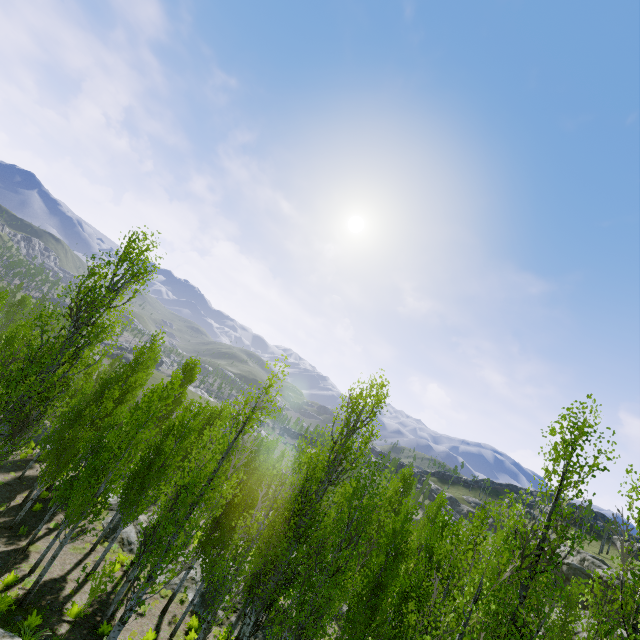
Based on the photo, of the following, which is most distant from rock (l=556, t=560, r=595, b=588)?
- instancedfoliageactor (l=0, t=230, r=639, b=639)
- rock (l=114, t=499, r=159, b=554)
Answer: rock (l=114, t=499, r=159, b=554)

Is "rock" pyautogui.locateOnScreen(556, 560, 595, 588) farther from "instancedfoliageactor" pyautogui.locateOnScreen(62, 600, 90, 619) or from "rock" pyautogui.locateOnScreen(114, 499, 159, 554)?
"rock" pyautogui.locateOnScreen(114, 499, 159, 554)

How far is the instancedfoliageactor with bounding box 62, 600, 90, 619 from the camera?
13.2m

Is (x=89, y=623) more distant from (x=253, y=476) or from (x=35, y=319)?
(x=35, y=319)

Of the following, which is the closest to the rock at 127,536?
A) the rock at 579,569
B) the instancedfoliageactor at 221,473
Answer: the instancedfoliageactor at 221,473

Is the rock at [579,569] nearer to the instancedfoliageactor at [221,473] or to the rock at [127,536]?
the instancedfoliageactor at [221,473]

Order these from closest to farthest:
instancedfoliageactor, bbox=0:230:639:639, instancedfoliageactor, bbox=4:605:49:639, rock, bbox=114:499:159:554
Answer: instancedfoliageactor, bbox=0:230:639:639 → instancedfoliageactor, bbox=4:605:49:639 → rock, bbox=114:499:159:554

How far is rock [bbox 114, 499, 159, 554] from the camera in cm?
2047
